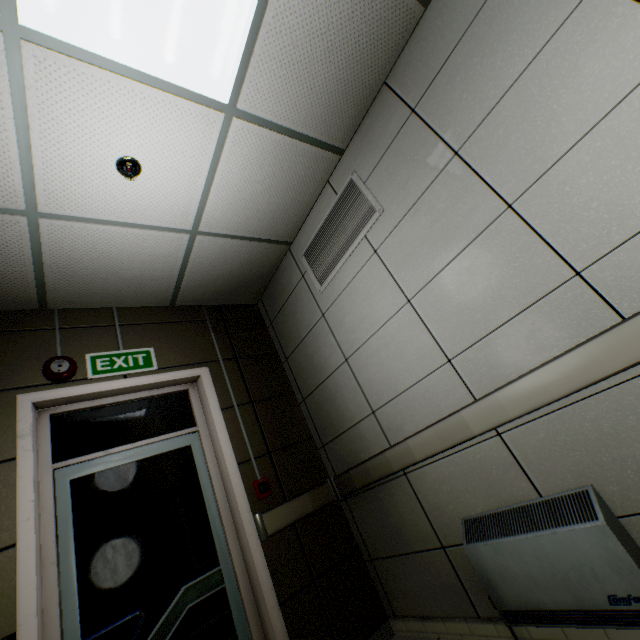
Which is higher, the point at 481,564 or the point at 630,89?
the point at 630,89

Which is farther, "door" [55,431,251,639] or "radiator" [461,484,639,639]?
"door" [55,431,251,639]

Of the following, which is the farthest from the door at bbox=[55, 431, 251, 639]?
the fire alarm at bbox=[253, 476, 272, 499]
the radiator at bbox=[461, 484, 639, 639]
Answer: the radiator at bbox=[461, 484, 639, 639]

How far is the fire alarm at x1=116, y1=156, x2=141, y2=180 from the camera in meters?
2.0

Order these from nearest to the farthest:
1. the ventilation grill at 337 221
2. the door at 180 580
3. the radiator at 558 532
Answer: the radiator at 558 532
the door at 180 580
the ventilation grill at 337 221

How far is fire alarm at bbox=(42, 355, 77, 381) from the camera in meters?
2.4 m

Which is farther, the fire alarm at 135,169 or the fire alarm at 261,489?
the fire alarm at 261,489

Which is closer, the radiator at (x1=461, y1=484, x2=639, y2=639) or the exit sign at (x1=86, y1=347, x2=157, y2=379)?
the radiator at (x1=461, y1=484, x2=639, y2=639)
